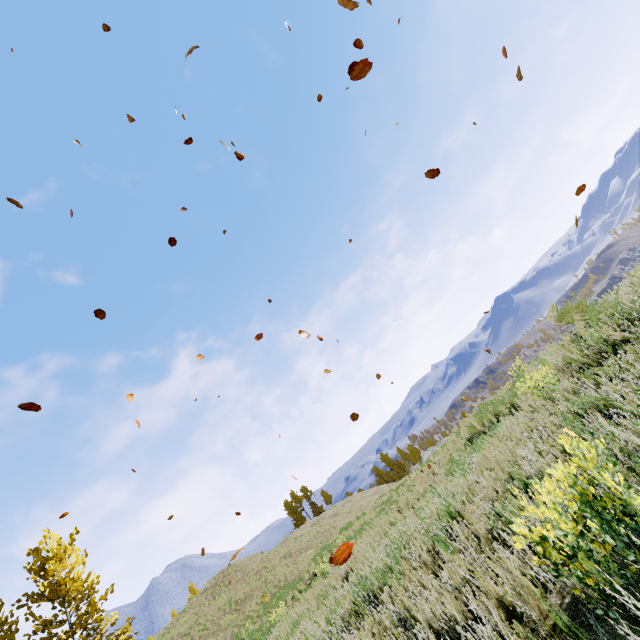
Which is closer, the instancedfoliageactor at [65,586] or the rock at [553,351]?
the rock at [553,351]

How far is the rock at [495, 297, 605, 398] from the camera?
7.0m

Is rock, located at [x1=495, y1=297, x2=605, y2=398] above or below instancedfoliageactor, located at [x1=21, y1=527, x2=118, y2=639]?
below

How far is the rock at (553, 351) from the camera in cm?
695

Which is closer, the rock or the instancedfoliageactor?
the rock

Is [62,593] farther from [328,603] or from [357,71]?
[357,71]
